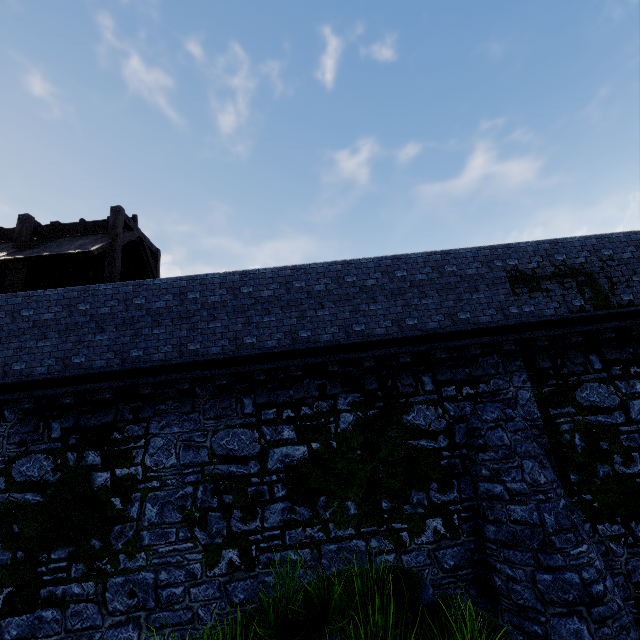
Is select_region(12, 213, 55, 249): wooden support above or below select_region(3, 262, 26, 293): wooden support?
above

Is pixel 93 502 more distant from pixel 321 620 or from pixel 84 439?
pixel 321 620

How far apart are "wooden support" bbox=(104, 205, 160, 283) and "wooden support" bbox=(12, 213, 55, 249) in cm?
259

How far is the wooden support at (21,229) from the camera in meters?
10.4

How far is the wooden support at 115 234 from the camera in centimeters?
1023cm

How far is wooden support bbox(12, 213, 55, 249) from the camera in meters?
10.4

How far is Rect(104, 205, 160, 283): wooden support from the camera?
10.2m
